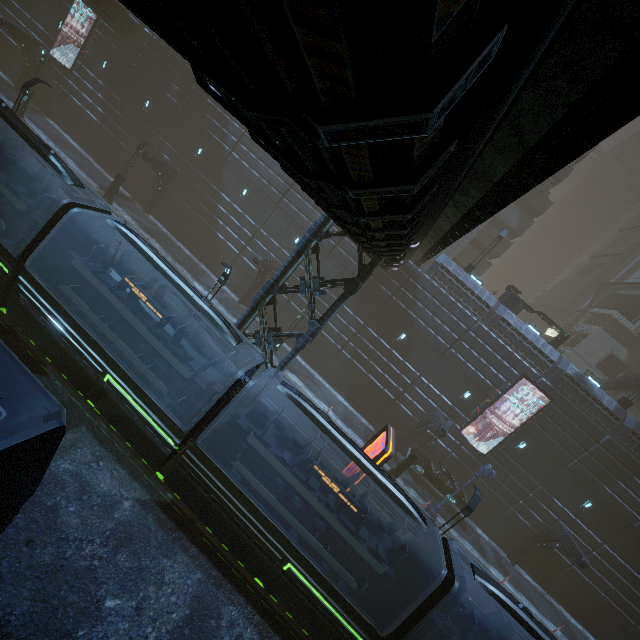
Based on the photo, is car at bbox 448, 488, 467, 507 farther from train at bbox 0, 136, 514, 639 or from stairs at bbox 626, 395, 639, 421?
stairs at bbox 626, 395, 639, 421

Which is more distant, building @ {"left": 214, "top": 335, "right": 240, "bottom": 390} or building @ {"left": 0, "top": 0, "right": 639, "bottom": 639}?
building @ {"left": 214, "top": 335, "right": 240, "bottom": 390}

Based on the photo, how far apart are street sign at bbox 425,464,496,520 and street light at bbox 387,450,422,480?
2.80m

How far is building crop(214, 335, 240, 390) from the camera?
13.9m

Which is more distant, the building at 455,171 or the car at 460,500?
the car at 460,500

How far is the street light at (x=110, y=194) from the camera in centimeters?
2414cm

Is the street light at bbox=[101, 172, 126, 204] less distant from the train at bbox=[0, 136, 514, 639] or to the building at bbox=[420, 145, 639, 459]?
the building at bbox=[420, 145, 639, 459]

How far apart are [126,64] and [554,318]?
61.8 meters
